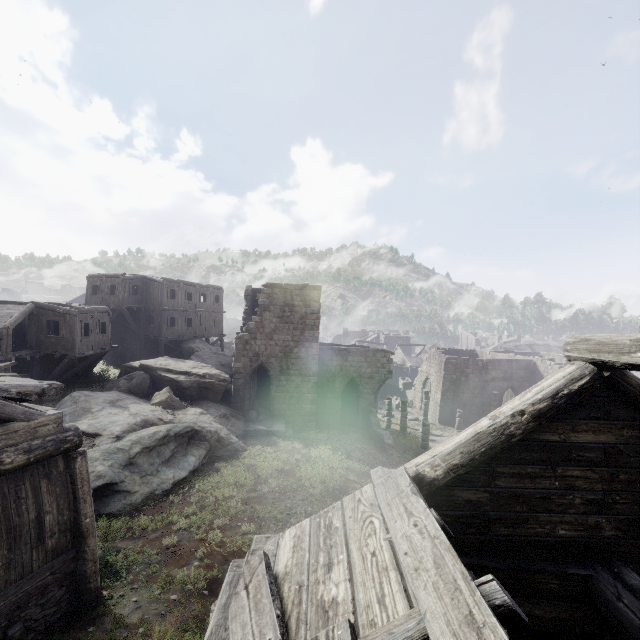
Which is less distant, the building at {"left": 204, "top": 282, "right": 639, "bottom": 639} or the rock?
the building at {"left": 204, "top": 282, "right": 639, "bottom": 639}

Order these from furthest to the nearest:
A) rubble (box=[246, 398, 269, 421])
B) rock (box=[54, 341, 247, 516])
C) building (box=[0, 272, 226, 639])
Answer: rubble (box=[246, 398, 269, 421]) → rock (box=[54, 341, 247, 516]) → building (box=[0, 272, 226, 639])

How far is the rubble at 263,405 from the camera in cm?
2264

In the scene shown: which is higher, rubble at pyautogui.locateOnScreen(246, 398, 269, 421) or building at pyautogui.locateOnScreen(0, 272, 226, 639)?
building at pyautogui.locateOnScreen(0, 272, 226, 639)

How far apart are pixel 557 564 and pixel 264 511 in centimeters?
989cm

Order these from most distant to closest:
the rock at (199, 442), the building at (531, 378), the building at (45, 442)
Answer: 1. the rock at (199, 442)
2. the building at (45, 442)
3. the building at (531, 378)

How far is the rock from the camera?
11.5 meters
